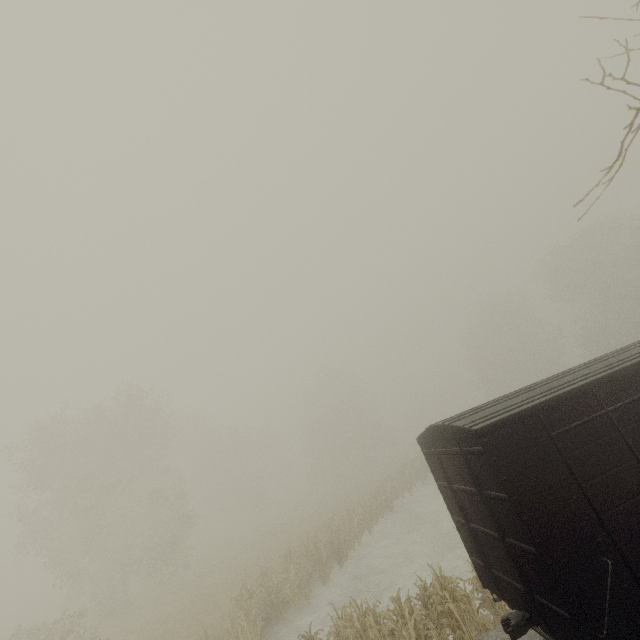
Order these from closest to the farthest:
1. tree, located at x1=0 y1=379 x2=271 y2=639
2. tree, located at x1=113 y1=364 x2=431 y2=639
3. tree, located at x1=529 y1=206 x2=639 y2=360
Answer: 1. tree, located at x1=113 y1=364 x2=431 y2=639
2. tree, located at x1=0 y1=379 x2=271 y2=639
3. tree, located at x1=529 y1=206 x2=639 y2=360

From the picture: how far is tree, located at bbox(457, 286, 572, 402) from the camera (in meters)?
45.44

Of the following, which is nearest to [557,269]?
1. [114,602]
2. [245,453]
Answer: [245,453]

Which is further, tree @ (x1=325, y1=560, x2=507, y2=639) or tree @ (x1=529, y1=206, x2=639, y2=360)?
tree @ (x1=529, y1=206, x2=639, y2=360)

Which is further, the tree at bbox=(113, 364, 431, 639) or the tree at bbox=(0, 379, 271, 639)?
the tree at bbox=(0, 379, 271, 639)

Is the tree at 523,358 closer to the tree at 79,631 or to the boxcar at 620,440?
the tree at 79,631

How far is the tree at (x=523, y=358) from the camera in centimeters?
4544cm

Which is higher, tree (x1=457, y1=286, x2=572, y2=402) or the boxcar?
tree (x1=457, y1=286, x2=572, y2=402)
